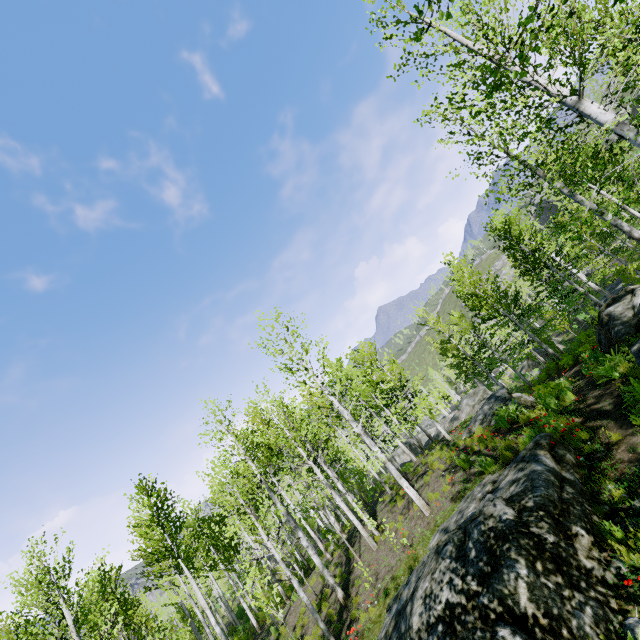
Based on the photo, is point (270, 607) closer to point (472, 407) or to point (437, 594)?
point (437, 594)

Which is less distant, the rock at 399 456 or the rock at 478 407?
the rock at 478 407

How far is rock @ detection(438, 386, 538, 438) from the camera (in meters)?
12.52

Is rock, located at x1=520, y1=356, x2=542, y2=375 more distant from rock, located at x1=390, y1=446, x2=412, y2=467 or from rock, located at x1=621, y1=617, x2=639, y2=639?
rock, located at x1=621, y1=617, x2=639, y2=639

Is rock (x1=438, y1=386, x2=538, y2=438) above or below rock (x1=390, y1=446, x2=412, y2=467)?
above

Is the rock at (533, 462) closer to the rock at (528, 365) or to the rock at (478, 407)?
the rock at (478, 407)

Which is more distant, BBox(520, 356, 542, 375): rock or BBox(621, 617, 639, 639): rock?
BBox(520, 356, 542, 375): rock

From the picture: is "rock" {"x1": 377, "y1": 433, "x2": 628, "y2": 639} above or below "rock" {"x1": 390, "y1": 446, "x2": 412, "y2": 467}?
above
